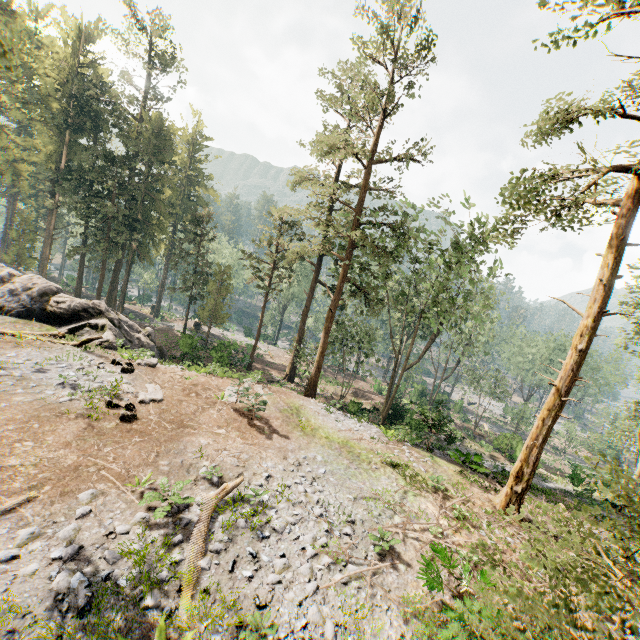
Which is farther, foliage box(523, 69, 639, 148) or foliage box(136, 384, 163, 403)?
foliage box(136, 384, 163, 403)

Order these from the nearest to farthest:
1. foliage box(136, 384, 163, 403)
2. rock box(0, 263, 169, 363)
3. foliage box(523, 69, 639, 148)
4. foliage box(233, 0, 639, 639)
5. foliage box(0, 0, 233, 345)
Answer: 1. foliage box(233, 0, 639, 639)
2. foliage box(523, 69, 639, 148)
3. foliage box(136, 384, 163, 403)
4. rock box(0, 263, 169, 363)
5. foliage box(0, 0, 233, 345)

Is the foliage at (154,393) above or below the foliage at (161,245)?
below

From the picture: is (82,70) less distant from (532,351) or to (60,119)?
(60,119)

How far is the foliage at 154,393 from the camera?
14.50m

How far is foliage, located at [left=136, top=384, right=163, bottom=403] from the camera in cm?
1450
